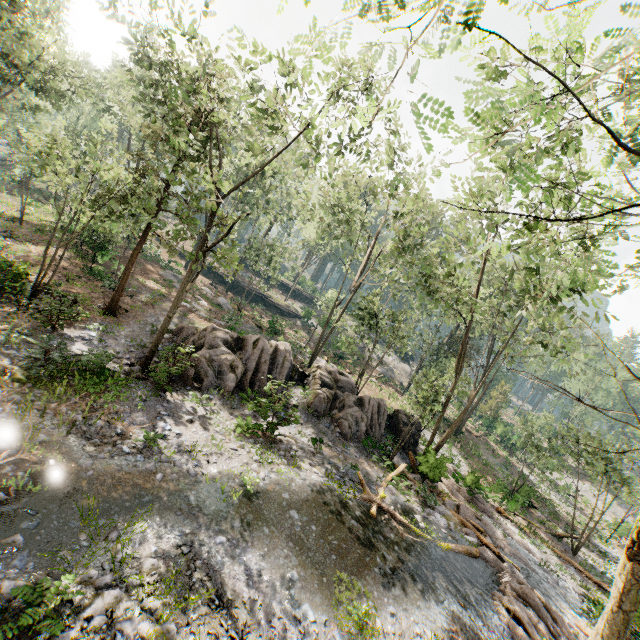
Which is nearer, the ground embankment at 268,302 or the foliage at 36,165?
the foliage at 36,165

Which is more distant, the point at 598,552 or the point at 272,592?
the point at 598,552

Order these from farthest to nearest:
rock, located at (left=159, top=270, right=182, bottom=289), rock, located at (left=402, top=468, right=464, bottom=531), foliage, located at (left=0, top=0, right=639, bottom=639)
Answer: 1. rock, located at (left=159, top=270, right=182, bottom=289)
2. rock, located at (left=402, top=468, right=464, bottom=531)
3. foliage, located at (left=0, top=0, right=639, bottom=639)

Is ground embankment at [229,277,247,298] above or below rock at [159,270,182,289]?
above

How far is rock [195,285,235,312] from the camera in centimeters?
3194cm

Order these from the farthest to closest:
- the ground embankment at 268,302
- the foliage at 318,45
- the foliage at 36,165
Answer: the ground embankment at 268,302 → the foliage at 36,165 → the foliage at 318,45

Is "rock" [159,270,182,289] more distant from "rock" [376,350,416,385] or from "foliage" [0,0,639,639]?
"rock" [376,350,416,385]

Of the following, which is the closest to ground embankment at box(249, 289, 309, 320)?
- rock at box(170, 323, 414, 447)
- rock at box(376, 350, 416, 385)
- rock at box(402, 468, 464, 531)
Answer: rock at box(376, 350, 416, 385)
